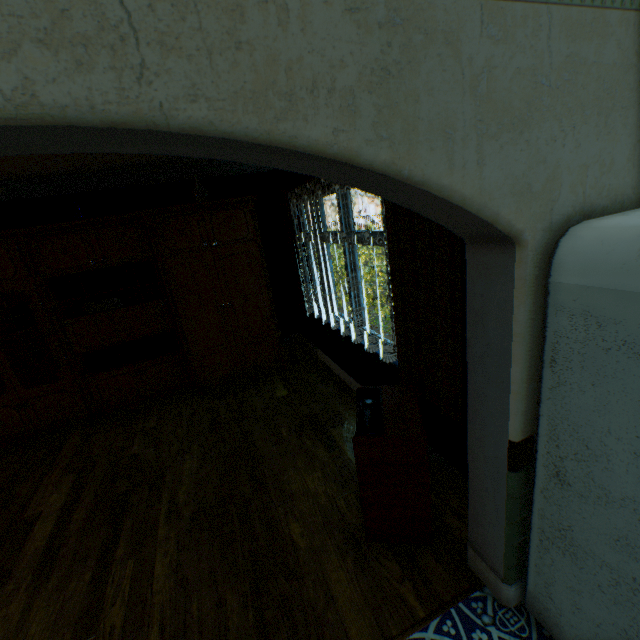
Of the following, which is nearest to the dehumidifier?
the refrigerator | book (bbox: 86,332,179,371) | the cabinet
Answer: the refrigerator

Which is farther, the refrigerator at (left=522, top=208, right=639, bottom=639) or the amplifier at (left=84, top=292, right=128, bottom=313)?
the amplifier at (left=84, top=292, right=128, bottom=313)

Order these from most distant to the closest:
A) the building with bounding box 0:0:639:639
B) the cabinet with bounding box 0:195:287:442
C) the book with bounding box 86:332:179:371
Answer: the book with bounding box 86:332:179:371, the cabinet with bounding box 0:195:287:442, the building with bounding box 0:0:639:639

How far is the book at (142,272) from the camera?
4.1 meters

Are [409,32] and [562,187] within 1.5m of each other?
yes

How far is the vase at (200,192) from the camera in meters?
4.3 m

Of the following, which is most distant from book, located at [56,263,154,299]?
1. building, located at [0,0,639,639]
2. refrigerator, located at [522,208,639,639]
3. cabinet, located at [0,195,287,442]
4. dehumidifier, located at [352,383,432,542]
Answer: refrigerator, located at [522,208,639,639]

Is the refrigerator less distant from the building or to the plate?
the building
